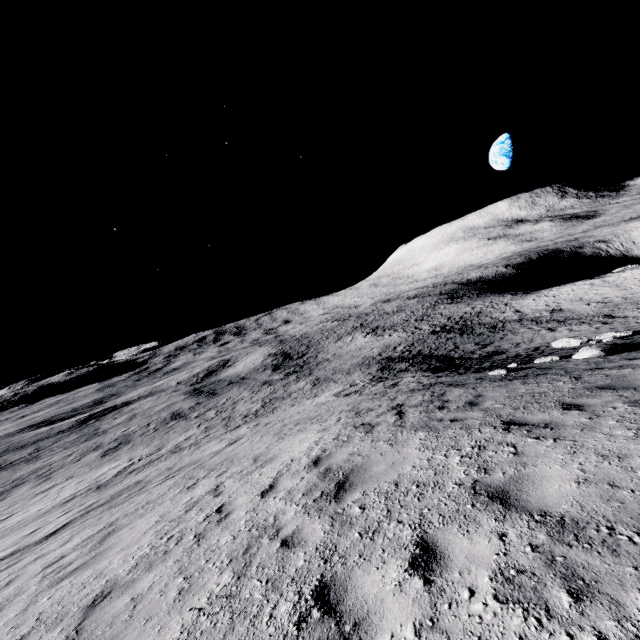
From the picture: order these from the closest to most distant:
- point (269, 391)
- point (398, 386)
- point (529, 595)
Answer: point (529, 595)
point (398, 386)
point (269, 391)
